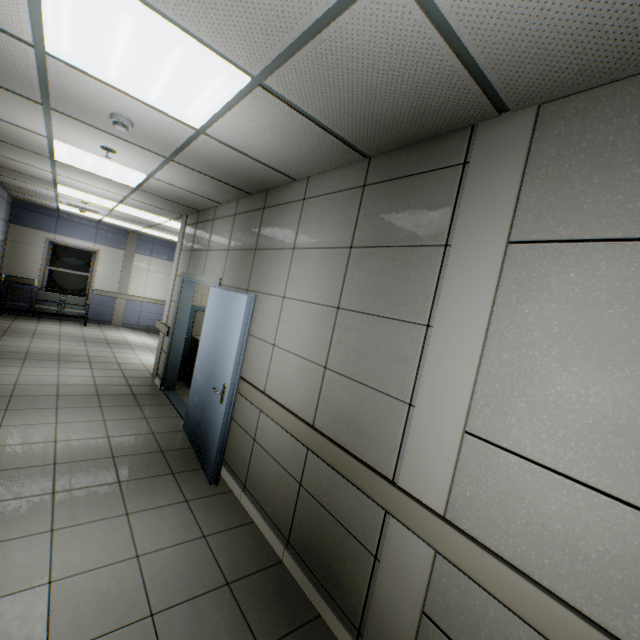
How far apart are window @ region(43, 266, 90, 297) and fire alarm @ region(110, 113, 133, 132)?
9.7m

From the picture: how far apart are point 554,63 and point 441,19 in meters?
0.5

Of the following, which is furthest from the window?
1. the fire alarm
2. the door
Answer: the fire alarm

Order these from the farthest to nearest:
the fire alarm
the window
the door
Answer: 1. the window
2. the door
3. the fire alarm

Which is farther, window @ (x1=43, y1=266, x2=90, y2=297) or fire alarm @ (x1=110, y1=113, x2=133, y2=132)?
window @ (x1=43, y1=266, x2=90, y2=297)

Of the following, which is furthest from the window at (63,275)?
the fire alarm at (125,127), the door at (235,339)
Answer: the fire alarm at (125,127)

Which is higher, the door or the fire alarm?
the fire alarm
